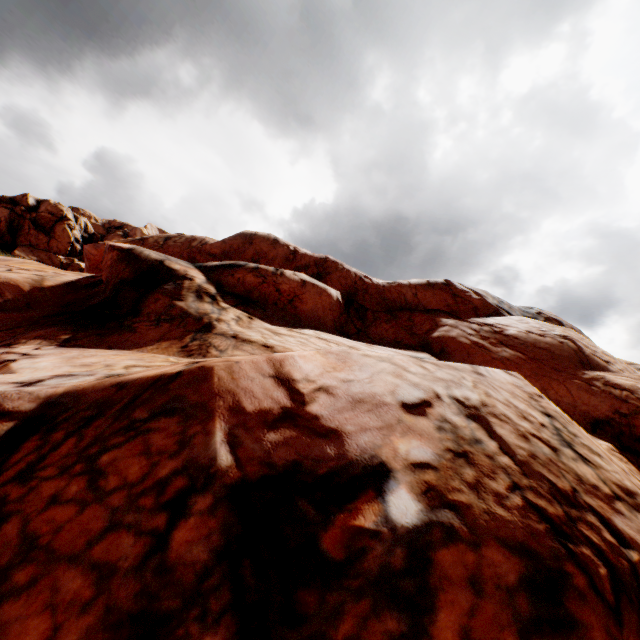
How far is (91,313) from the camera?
11.8 meters
